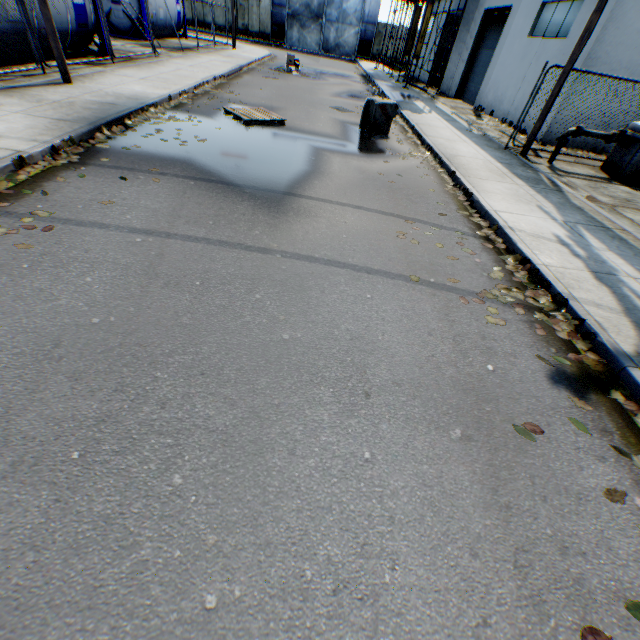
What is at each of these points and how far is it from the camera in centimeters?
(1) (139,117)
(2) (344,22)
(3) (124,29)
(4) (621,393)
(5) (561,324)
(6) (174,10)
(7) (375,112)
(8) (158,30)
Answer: (1) leaf decal, 762cm
(2) metal gate, 3509cm
(3) tank container, 1844cm
(4) leaf decal, 309cm
(5) leaf decal, 383cm
(6) tank container, 2127cm
(7) concrete block, 963cm
(8) tank container, 2014cm

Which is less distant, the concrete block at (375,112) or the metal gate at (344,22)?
the concrete block at (375,112)

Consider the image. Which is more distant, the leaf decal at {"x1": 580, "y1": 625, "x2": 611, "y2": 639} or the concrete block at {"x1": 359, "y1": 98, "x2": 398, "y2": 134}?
the concrete block at {"x1": 359, "y1": 98, "x2": 398, "y2": 134}

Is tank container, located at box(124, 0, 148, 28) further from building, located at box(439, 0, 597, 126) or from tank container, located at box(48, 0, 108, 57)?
building, located at box(439, 0, 597, 126)

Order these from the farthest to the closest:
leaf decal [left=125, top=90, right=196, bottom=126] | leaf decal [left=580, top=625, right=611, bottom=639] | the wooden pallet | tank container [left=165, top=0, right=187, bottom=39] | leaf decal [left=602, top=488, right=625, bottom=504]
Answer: tank container [left=165, top=0, right=187, bottom=39] < the wooden pallet < leaf decal [left=125, top=90, right=196, bottom=126] < leaf decal [left=602, top=488, right=625, bottom=504] < leaf decal [left=580, top=625, right=611, bottom=639]

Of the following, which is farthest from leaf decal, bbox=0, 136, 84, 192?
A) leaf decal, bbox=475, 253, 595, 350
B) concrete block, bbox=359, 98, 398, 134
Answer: concrete block, bbox=359, 98, 398, 134

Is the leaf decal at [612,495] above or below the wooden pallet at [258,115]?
below

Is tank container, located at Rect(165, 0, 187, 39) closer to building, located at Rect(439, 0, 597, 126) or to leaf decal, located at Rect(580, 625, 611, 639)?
building, located at Rect(439, 0, 597, 126)
